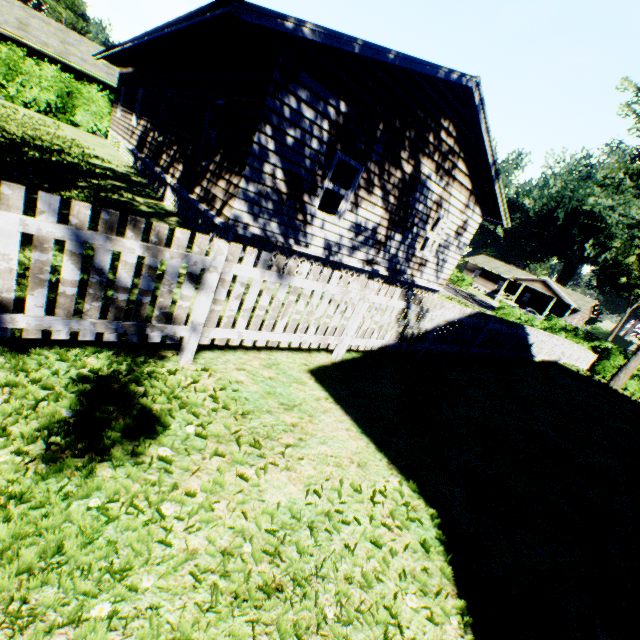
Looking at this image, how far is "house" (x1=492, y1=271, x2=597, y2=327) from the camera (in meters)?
49.88

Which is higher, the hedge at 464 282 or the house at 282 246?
the house at 282 246

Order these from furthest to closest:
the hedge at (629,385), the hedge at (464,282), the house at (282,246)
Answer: the hedge at (464,282) → the hedge at (629,385) → the house at (282,246)

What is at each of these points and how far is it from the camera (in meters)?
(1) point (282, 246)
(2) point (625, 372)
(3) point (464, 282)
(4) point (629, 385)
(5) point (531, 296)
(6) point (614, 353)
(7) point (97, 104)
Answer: (1) house, 8.37
(2) tree, 21.98
(3) hedge, 49.62
(4) hedge, 23.16
(5) house, 56.00
(6) hedge, 23.89
(7) hedge, 20.69

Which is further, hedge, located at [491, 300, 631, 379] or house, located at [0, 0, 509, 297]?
hedge, located at [491, 300, 631, 379]

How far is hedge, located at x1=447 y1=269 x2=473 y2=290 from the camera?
49.4m

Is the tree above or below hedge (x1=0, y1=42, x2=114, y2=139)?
below

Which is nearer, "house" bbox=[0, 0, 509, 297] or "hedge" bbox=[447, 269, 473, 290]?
"house" bbox=[0, 0, 509, 297]
